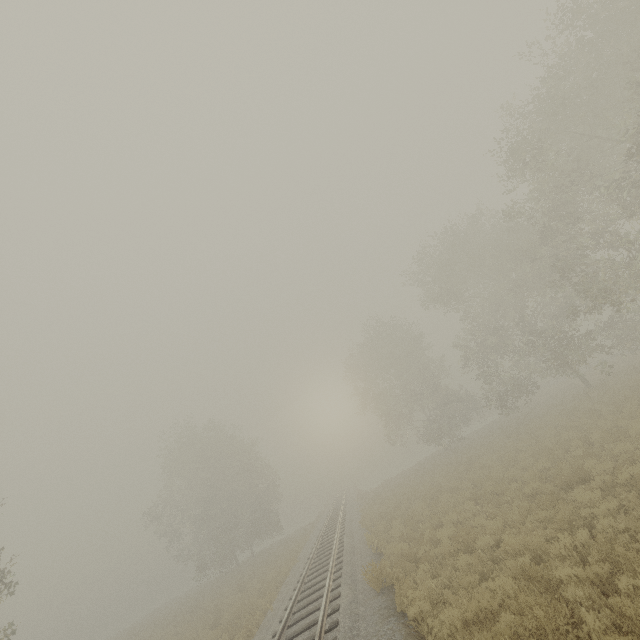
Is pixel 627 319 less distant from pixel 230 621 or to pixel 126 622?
pixel 230 621
